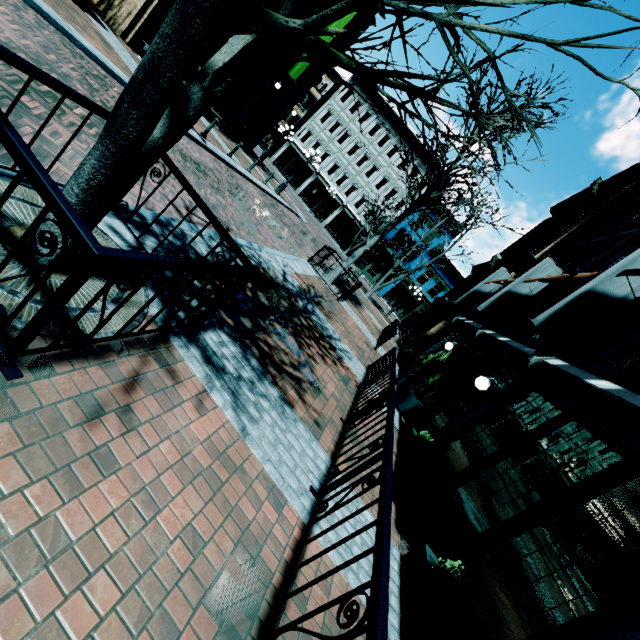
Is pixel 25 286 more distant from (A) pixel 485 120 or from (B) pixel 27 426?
(A) pixel 485 120

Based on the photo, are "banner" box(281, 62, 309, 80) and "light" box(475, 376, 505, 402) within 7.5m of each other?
no

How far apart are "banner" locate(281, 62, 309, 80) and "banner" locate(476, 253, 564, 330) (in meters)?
16.36

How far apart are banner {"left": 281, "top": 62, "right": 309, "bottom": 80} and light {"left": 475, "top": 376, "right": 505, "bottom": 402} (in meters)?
19.28

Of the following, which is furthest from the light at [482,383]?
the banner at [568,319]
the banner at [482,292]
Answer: the banner at [482,292]

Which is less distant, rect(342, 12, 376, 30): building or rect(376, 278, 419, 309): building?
rect(342, 12, 376, 30): building

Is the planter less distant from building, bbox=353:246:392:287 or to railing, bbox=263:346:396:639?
railing, bbox=263:346:396:639

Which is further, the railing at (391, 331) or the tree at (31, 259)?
the railing at (391, 331)
